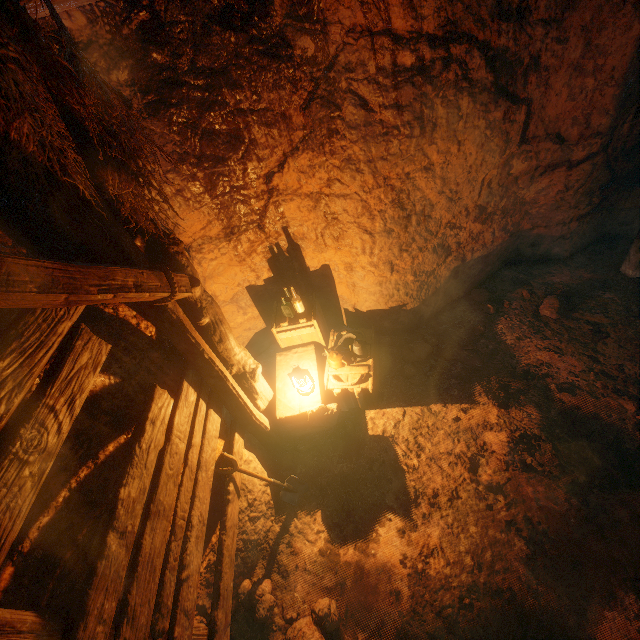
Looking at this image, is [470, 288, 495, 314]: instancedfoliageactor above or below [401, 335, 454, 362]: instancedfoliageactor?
below

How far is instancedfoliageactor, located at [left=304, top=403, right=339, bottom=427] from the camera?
3.83m

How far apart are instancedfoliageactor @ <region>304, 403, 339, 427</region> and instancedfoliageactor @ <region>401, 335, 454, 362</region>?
1.1 meters

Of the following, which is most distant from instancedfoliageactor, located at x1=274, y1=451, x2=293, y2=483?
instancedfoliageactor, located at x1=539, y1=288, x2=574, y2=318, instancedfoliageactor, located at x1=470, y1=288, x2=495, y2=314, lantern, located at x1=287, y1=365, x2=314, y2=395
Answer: instancedfoliageactor, located at x1=539, y1=288, x2=574, y2=318

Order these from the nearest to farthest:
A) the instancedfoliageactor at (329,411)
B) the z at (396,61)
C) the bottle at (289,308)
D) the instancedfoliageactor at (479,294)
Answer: the z at (396,61) < the instancedfoliageactor at (329,411) < the bottle at (289,308) < the instancedfoliageactor at (479,294)

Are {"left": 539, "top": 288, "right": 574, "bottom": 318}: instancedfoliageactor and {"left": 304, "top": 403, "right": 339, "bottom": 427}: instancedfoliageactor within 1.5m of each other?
no

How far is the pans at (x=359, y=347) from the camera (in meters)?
4.27

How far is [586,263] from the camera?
5.2 meters
